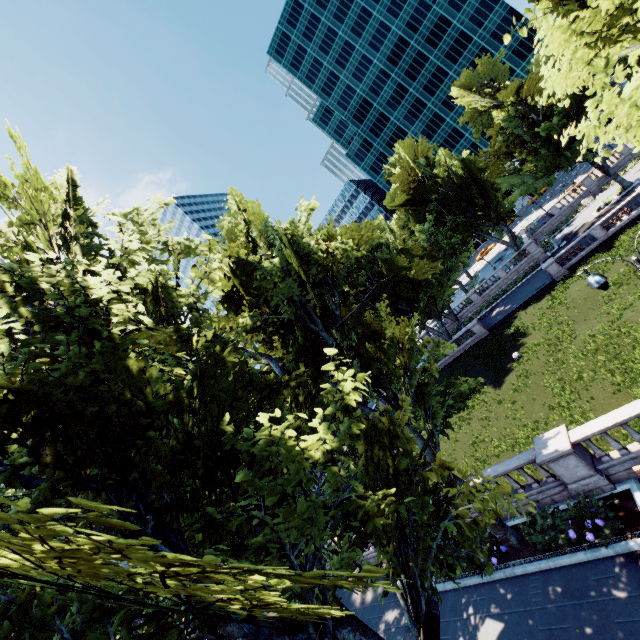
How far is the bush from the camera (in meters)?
10.93

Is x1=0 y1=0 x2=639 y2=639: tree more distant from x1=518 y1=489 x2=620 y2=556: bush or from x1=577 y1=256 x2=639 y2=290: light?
x1=577 y1=256 x2=639 y2=290: light

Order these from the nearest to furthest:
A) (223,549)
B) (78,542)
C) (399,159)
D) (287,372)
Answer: (78,542) → (223,549) → (287,372) → (399,159)

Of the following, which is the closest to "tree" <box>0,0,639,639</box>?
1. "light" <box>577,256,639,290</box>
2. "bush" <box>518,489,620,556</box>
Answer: "bush" <box>518,489,620,556</box>

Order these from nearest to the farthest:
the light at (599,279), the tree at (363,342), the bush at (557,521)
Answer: the tree at (363,342) < the light at (599,279) < the bush at (557,521)

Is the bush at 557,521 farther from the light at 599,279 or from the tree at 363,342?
the light at 599,279

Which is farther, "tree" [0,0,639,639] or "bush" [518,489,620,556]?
"bush" [518,489,620,556]
